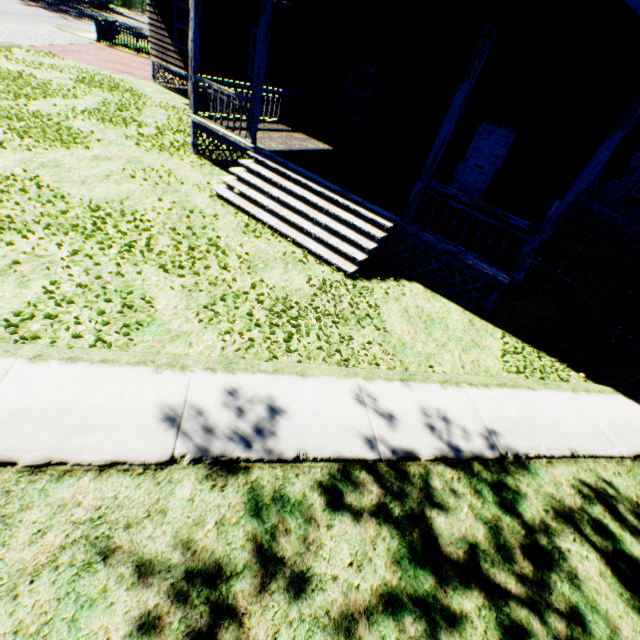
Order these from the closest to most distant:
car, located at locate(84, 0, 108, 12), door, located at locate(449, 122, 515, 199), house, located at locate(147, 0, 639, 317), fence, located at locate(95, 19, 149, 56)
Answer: house, located at locate(147, 0, 639, 317) → door, located at locate(449, 122, 515, 199) → fence, located at locate(95, 19, 149, 56) → car, located at locate(84, 0, 108, 12)

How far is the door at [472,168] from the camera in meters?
9.7 m

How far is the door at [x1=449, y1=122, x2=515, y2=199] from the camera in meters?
9.7

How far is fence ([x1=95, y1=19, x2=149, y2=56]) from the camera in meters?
22.4

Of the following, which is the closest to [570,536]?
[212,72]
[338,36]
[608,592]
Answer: [608,592]

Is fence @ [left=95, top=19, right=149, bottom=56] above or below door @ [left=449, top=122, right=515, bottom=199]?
below

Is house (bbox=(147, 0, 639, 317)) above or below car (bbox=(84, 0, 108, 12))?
above

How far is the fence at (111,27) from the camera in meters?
22.4 m
